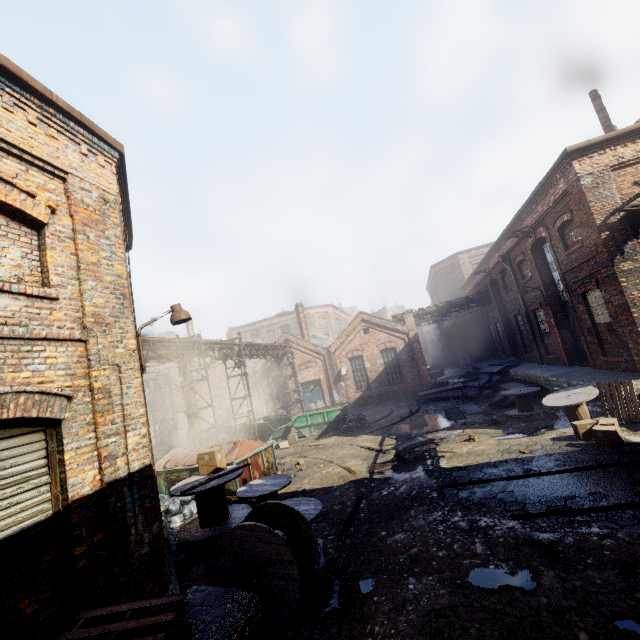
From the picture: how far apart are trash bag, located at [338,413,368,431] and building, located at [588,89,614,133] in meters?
16.1 m

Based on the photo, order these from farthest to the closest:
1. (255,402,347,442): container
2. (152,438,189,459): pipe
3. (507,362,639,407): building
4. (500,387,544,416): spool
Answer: (152,438,189,459): pipe < (255,402,347,442): container < (500,387,544,416): spool < (507,362,639,407): building

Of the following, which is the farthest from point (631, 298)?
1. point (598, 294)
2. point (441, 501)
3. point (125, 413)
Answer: point (125, 413)

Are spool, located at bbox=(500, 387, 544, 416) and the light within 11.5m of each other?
no

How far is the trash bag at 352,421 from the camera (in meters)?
17.73

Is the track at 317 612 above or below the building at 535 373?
below

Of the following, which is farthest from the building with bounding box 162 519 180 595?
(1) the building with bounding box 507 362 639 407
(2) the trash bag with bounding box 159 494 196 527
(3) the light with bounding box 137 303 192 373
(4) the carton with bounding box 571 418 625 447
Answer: (1) the building with bounding box 507 362 639 407

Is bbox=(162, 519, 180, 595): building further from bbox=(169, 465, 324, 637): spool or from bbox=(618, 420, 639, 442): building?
bbox=(618, 420, 639, 442): building
